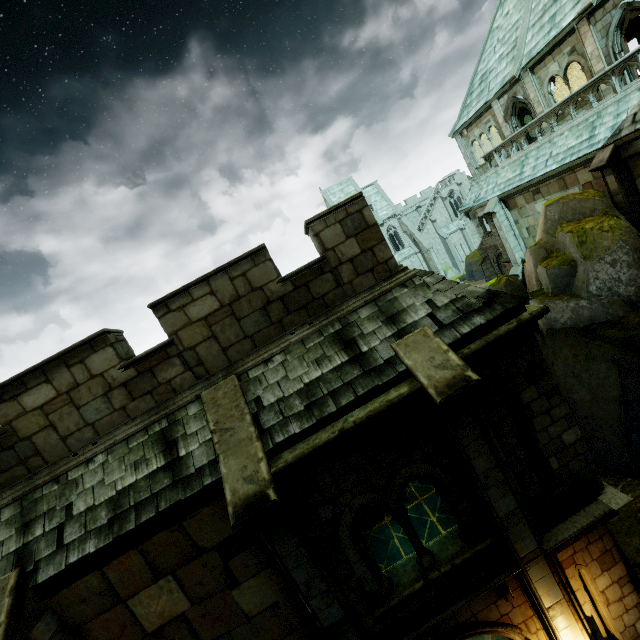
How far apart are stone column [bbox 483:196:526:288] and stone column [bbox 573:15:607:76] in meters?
5.6 m

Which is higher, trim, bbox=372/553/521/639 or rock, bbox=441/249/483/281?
trim, bbox=372/553/521/639

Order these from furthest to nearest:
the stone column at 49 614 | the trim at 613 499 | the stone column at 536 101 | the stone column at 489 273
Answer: the stone column at 489 273 < the stone column at 536 101 < the trim at 613 499 < the stone column at 49 614

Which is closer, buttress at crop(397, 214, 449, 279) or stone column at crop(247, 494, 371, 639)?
stone column at crop(247, 494, 371, 639)

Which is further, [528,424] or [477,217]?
[477,217]

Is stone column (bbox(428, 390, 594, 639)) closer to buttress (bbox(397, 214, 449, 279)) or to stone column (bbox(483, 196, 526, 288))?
stone column (bbox(483, 196, 526, 288))

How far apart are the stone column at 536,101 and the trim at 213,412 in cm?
2194

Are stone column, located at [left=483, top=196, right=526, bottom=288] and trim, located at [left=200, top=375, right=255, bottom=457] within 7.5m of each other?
no
